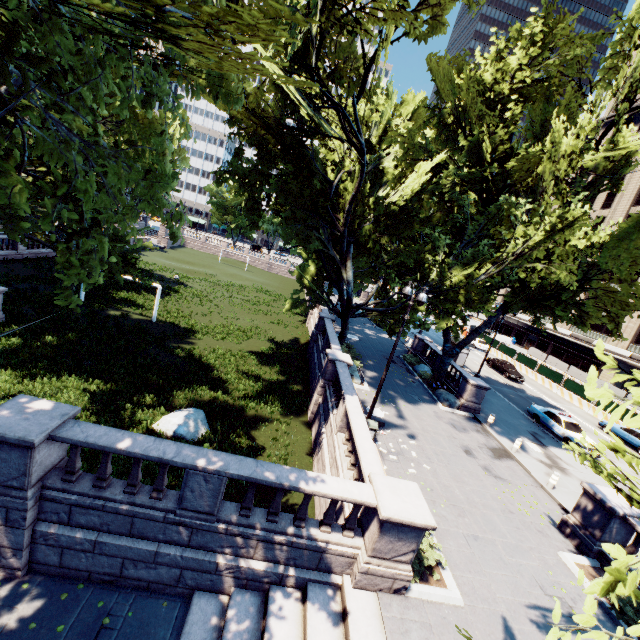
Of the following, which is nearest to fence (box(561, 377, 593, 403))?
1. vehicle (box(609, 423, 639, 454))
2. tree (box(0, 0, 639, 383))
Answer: vehicle (box(609, 423, 639, 454))

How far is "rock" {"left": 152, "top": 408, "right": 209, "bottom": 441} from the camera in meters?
14.0 m

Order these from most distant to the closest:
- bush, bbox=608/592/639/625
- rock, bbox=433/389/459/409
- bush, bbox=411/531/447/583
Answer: rock, bbox=433/389/459/409 → bush, bbox=608/592/639/625 → bush, bbox=411/531/447/583

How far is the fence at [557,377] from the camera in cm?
3572

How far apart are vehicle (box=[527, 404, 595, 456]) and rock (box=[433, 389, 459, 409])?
6.7m

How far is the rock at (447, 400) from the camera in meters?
21.8 m

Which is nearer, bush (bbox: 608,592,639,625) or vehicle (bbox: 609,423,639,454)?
bush (bbox: 608,592,639,625)

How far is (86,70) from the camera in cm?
511
